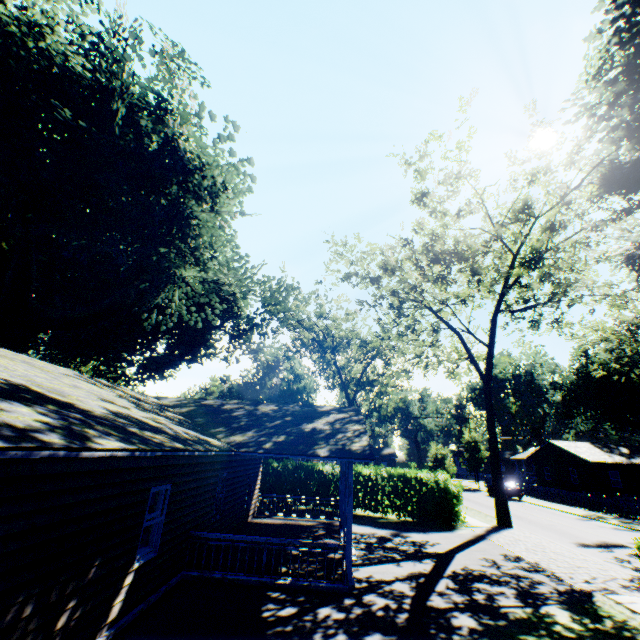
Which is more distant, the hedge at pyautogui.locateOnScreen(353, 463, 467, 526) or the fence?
the fence

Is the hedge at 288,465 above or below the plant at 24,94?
below

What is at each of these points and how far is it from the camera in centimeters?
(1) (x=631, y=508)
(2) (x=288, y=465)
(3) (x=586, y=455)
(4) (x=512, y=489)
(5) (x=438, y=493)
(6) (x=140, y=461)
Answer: (1) fence, 2581cm
(2) hedge, 2272cm
(3) house, 3594cm
(4) car, 3525cm
(5) hedge, 1964cm
(6) house, 721cm

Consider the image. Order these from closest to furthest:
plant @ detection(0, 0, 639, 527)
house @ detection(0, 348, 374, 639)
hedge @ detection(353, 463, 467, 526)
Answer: house @ detection(0, 348, 374, 639) → plant @ detection(0, 0, 639, 527) → hedge @ detection(353, 463, 467, 526)

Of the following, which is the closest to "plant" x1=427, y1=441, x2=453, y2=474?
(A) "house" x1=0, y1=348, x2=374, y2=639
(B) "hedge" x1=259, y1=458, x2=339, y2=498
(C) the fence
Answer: (A) "house" x1=0, y1=348, x2=374, y2=639

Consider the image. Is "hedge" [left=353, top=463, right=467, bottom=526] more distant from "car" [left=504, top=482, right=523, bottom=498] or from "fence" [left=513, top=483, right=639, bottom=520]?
"fence" [left=513, top=483, right=639, bottom=520]

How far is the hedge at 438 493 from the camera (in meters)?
19.46

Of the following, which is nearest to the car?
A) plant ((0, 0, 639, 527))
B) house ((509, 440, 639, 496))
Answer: house ((509, 440, 639, 496))
